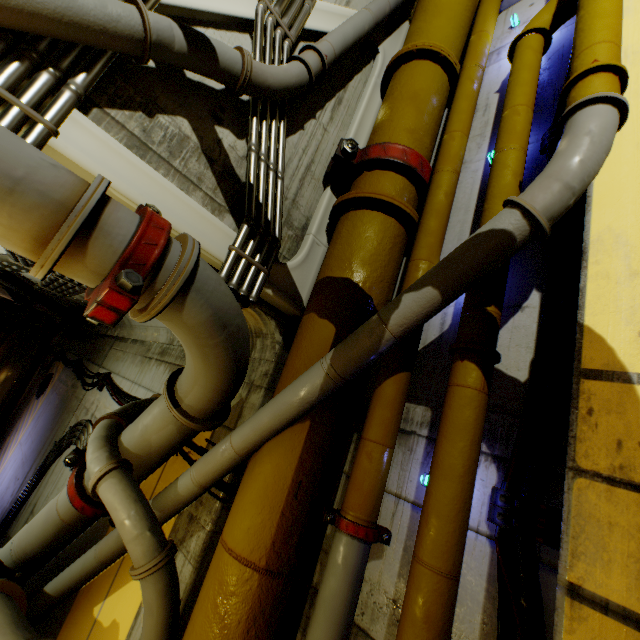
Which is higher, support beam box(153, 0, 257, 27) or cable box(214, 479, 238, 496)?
support beam box(153, 0, 257, 27)

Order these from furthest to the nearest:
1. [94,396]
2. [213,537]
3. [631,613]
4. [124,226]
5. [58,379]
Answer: [58,379] → [94,396] → [213,537] → [124,226] → [631,613]

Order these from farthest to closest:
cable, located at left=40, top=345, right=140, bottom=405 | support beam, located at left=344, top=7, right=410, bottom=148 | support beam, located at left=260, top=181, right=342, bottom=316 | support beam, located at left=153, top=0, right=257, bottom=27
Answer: cable, located at left=40, top=345, right=140, bottom=405 < support beam, located at left=344, top=7, right=410, bottom=148 < support beam, located at left=260, top=181, right=342, bottom=316 < support beam, located at left=153, top=0, right=257, bottom=27

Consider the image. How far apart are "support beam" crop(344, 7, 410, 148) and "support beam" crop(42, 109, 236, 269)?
1.67m

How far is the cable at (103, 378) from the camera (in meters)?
5.28

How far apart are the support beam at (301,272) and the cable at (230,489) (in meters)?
1.64

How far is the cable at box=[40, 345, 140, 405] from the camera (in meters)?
5.28

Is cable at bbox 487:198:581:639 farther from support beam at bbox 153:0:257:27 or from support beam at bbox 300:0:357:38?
support beam at bbox 153:0:257:27
